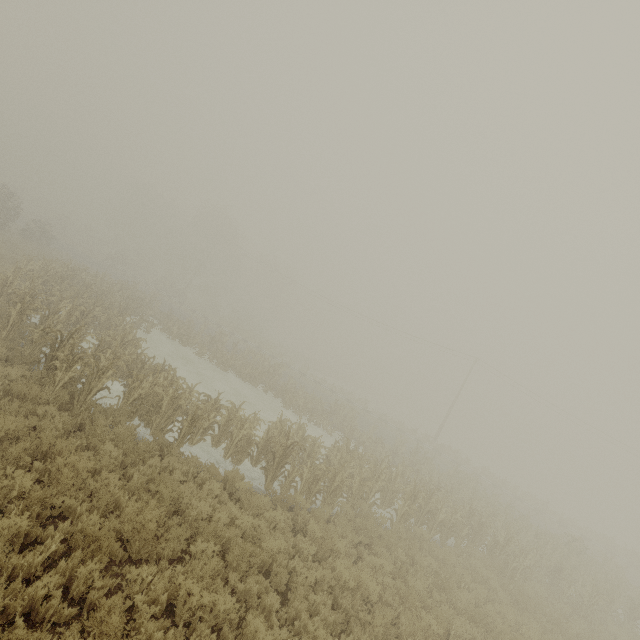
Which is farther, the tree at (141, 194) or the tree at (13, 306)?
the tree at (141, 194)

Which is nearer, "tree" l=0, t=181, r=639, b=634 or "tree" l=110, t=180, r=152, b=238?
"tree" l=0, t=181, r=639, b=634

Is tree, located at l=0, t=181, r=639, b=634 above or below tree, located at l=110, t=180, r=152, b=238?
below

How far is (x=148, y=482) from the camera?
7.8 meters

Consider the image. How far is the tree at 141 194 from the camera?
57.2 meters

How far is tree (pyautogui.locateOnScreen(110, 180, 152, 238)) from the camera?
57.16m
